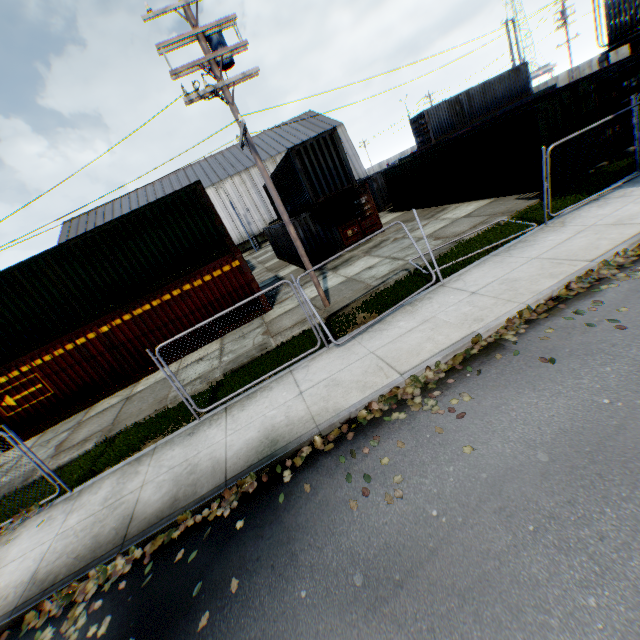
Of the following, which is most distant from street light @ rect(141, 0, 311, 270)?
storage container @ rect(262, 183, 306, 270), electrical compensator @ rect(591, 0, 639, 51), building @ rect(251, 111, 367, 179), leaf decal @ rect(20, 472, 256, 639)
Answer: building @ rect(251, 111, 367, 179)

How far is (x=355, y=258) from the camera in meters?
16.4

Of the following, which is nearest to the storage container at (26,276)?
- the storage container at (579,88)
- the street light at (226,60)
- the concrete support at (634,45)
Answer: the street light at (226,60)

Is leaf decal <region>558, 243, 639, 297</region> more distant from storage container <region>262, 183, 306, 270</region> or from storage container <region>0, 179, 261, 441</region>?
storage container <region>262, 183, 306, 270</region>

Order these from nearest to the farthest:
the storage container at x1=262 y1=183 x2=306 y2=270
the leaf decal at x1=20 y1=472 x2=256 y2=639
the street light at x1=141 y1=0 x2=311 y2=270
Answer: the leaf decal at x1=20 y1=472 x2=256 y2=639
the street light at x1=141 y1=0 x2=311 y2=270
the storage container at x1=262 y1=183 x2=306 y2=270

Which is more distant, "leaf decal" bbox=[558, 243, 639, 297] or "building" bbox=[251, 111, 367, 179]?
"building" bbox=[251, 111, 367, 179]

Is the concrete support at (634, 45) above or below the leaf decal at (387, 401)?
above

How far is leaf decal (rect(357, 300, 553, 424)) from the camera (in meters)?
5.82
